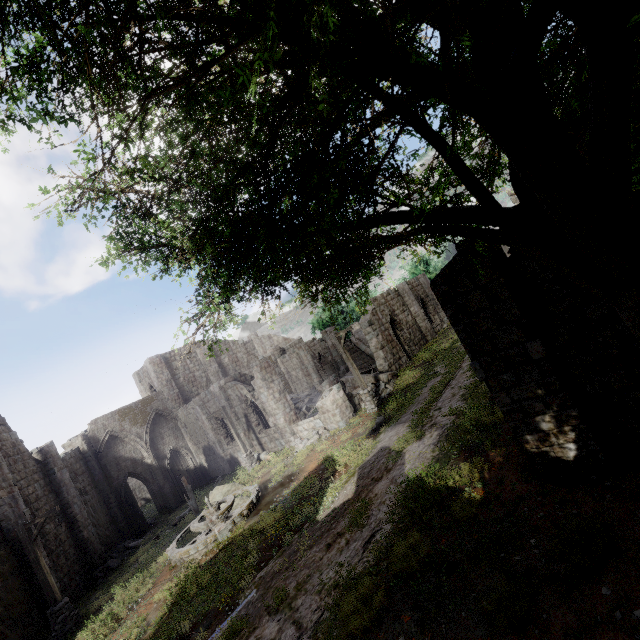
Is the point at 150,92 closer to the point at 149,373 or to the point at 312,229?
the point at 312,229

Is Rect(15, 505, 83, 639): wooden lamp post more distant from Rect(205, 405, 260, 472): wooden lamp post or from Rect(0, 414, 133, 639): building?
Rect(205, 405, 260, 472): wooden lamp post

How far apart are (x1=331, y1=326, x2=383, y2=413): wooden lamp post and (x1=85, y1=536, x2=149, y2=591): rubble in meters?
17.4 m

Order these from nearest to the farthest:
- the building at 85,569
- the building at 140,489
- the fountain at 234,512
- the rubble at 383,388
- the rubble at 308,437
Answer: the fountain at 234,512
the building at 85,569
the rubble at 308,437
the rubble at 383,388
the building at 140,489

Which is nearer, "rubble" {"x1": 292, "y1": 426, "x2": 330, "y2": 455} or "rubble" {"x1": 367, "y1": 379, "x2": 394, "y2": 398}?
"rubble" {"x1": 292, "y1": 426, "x2": 330, "y2": 455}

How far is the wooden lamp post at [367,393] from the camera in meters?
17.5 m

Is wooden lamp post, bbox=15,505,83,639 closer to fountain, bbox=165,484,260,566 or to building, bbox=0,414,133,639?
building, bbox=0,414,133,639

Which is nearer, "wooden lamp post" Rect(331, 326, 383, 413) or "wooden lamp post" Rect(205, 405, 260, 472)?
"wooden lamp post" Rect(331, 326, 383, 413)
